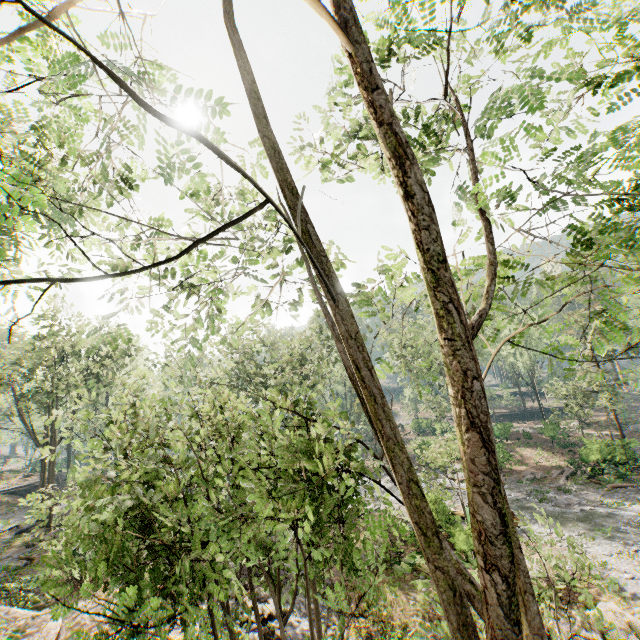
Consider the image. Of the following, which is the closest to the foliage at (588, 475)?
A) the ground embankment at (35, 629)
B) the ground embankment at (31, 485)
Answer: the ground embankment at (31, 485)

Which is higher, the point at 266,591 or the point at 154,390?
the point at 154,390

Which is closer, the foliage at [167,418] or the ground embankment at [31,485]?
the foliage at [167,418]

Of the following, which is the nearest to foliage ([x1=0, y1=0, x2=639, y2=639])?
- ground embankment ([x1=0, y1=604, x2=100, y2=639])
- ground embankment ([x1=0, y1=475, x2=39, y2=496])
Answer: ground embankment ([x1=0, y1=475, x2=39, y2=496])

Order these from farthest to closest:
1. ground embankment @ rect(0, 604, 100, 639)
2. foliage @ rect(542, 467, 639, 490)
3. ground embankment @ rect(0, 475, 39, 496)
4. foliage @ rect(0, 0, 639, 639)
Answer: ground embankment @ rect(0, 475, 39, 496)
foliage @ rect(542, 467, 639, 490)
ground embankment @ rect(0, 604, 100, 639)
foliage @ rect(0, 0, 639, 639)

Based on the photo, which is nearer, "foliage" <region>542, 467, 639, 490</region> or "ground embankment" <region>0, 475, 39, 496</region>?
"foliage" <region>542, 467, 639, 490</region>

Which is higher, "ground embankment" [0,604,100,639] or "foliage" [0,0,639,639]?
"foliage" [0,0,639,639]

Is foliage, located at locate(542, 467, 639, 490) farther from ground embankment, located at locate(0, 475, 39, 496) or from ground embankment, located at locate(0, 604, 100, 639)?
ground embankment, located at locate(0, 604, 100, 639)
